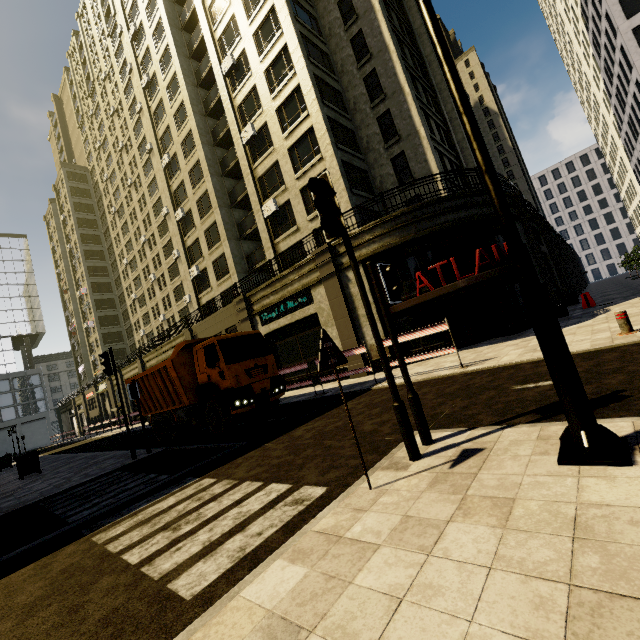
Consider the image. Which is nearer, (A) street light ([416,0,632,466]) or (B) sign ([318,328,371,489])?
(A) street light ([416,0,632,466])

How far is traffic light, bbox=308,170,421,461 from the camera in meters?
4.0

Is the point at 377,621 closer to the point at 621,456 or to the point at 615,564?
the point at 615,564

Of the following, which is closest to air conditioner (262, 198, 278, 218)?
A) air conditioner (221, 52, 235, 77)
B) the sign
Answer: air conditioner (221, 52, 235, 77)

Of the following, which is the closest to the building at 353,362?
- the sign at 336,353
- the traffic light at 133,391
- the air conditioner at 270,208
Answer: the air conditioner at 270,208

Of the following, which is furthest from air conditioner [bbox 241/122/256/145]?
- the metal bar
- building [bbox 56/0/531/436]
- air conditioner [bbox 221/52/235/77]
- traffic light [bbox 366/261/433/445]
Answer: the metal bar

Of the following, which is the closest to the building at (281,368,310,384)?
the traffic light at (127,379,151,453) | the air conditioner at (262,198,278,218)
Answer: the air conditioner at (262,198,278,218)

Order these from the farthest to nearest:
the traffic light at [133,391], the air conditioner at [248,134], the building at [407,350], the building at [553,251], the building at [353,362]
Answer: the air conditioner at [248,134] < the building at [553,251] < the building at [353,362] < the building at [407,350] < the traffic light at [133,391]
